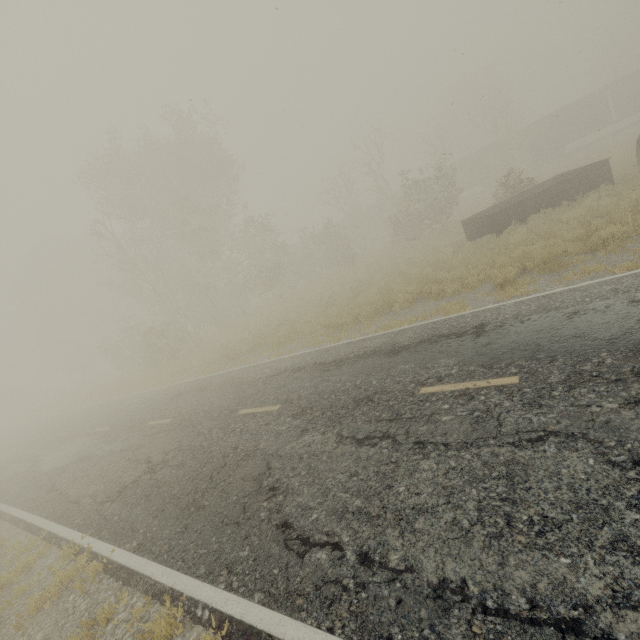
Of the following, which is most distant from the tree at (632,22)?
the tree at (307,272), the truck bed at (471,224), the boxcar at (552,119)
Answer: the tree at (307,272)

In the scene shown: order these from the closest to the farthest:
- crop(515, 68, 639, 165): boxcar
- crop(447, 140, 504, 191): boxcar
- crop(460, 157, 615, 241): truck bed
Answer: crop(460, 157, 615, 241): truck bed → crop(515, 68, 639, 165): boxcar → crop(447, 140, 504, 191): boxcar

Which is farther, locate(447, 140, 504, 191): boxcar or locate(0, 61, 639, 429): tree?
locate(447, 140, 504, 191): boxcar

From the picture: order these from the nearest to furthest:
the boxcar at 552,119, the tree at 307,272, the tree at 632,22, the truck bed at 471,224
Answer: the tree at 307,272
the truck bed at 471,224
the boxcar at 552,119
the tree at 632,22

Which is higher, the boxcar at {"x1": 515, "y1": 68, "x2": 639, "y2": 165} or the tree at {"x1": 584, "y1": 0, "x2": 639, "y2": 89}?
the tree at {"x1": 584, "y1": 0, "x2": 639, "y2": 89}

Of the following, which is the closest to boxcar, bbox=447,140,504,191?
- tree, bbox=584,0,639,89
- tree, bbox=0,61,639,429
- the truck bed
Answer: tree, bbox=584,0,639,89

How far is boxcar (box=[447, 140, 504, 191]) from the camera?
38.12m

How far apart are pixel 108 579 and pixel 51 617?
0.9m
